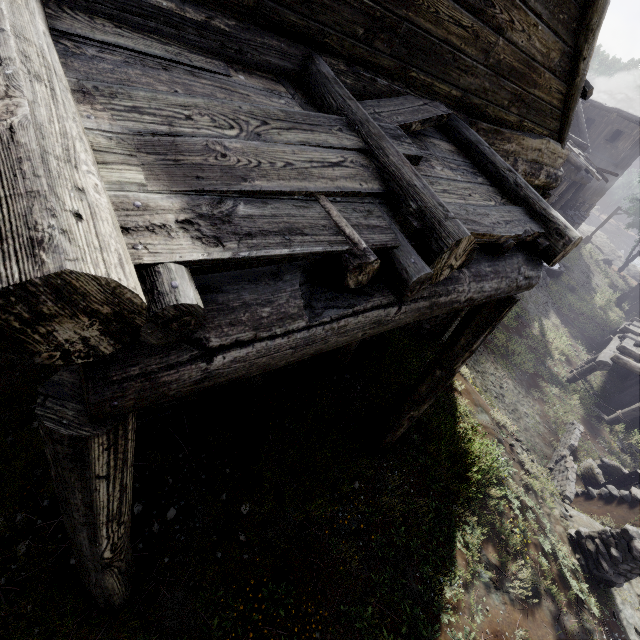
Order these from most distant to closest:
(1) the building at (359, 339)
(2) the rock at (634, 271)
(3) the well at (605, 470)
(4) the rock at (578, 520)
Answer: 1. (2) the rock at (634, 271)
2. (3) the well at (605, 470)
3. (4) the rock at (578, 520)
4. (1) the building at (359, 339)

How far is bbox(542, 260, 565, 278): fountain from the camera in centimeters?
2395cm

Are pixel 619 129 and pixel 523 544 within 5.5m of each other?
no

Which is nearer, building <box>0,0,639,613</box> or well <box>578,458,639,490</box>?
building <box>0,0,639,613</box>

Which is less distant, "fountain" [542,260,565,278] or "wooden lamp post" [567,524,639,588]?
"wooden lamp post" [567,524,639,588]

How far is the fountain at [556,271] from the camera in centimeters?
2395cm

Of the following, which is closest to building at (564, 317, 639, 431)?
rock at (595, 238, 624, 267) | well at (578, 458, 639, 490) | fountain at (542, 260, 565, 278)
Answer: rock at (595, 238, 624, 267)

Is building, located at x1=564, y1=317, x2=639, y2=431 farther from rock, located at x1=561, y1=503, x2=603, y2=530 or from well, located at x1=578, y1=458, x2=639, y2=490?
rock, located at x1=561, y1=503, x2=603, y2=530
